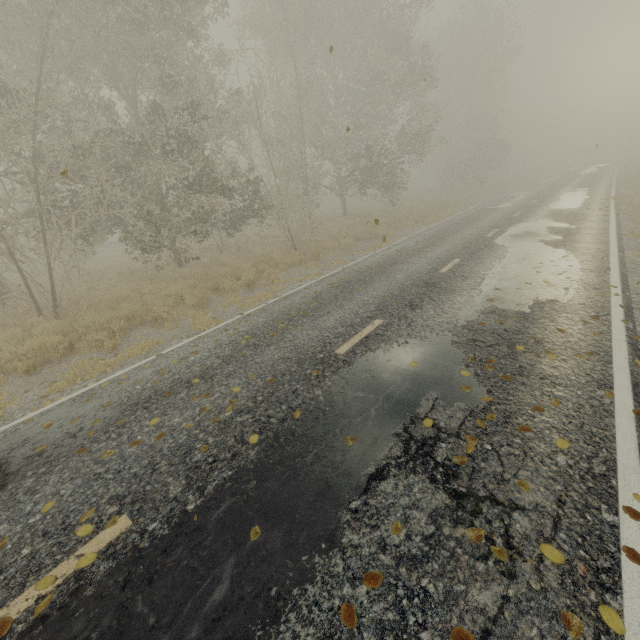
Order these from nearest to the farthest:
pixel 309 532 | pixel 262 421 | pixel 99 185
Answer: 1. pixel 309 532
2. pixel 262 421
3. pixel 99 185
